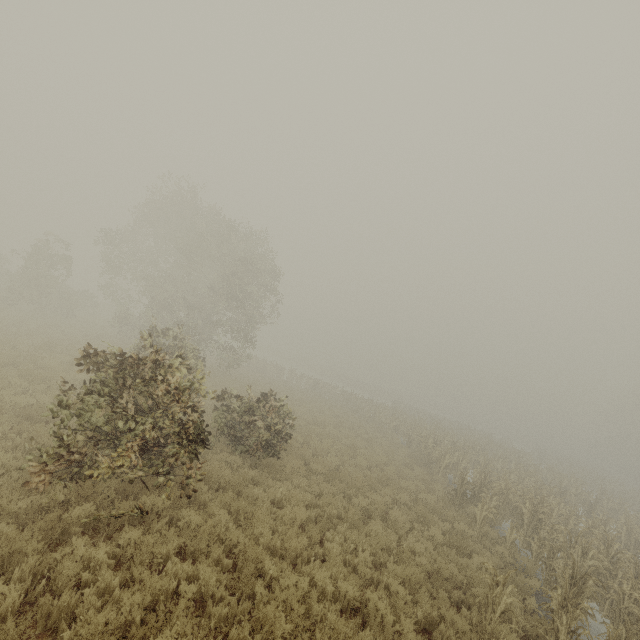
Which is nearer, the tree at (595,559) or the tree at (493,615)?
the tree at (493,615)

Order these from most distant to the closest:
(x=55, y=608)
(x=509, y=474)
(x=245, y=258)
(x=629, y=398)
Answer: (x=629, y=398)
(x=245, y=258)
(x=509, y=474)
(x=55, y=608)

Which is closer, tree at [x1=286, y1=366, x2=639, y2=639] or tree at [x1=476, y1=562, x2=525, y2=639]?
tree at [x1=476, y1=562, x2=525, y2=639]
